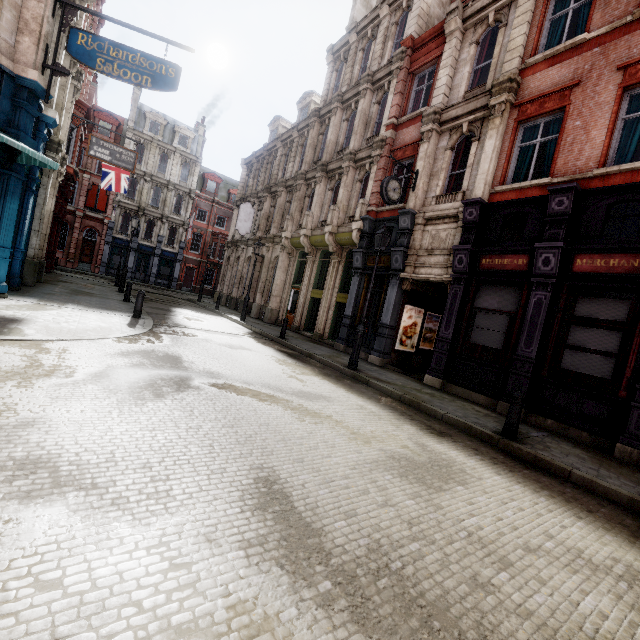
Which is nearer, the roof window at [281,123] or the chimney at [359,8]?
the chimney at [359,8]

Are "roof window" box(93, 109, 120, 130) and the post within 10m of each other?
no

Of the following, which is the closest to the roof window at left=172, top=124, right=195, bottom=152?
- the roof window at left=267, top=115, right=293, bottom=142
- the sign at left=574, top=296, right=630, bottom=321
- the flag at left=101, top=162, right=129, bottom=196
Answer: the roof window at left=267, top=115, right=293, bottom=142

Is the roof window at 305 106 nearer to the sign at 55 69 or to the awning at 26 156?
the sign at 55 69

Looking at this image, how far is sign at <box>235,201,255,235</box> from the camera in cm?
2395

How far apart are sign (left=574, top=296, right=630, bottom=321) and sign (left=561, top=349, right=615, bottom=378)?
0.9 meters

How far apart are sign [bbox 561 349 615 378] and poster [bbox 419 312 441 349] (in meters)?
6.18

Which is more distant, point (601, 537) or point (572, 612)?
point (601, 537)
